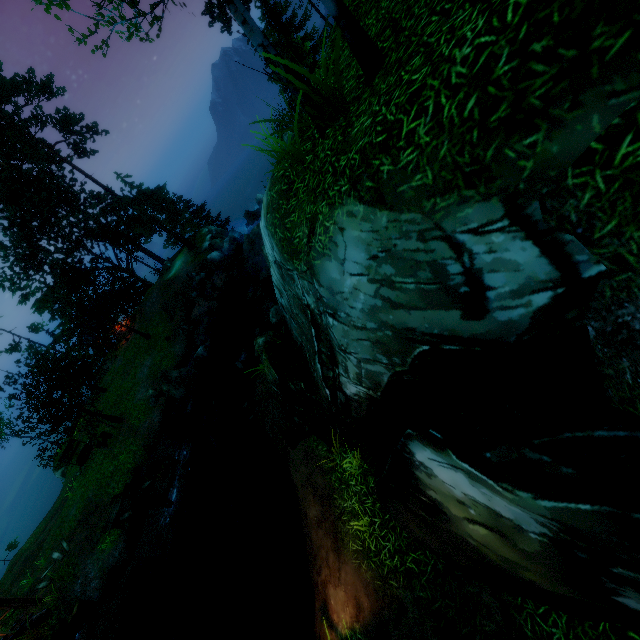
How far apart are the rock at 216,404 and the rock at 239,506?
3.7 meters

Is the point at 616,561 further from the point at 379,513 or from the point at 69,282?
the point at 69,282

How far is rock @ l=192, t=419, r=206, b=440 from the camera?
17.6m

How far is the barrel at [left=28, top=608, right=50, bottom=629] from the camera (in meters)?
15.08

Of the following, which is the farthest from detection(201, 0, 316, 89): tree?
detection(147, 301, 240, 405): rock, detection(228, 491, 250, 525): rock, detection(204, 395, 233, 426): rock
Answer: detection(228, 491, 250, 525): rock

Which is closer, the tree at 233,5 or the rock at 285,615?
the tree at 233,5

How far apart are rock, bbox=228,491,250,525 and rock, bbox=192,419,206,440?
3.7 meters

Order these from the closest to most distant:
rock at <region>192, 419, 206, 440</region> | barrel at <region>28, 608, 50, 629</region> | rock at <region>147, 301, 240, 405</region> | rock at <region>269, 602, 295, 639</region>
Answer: rock at <region>269, 602, 295, 639</region>
barrel at <region>28, 608, 50, 629</region>
rock at <region>192, 419, 206, 440</region>
rock at <region>147, 301, 240, 405</region>
